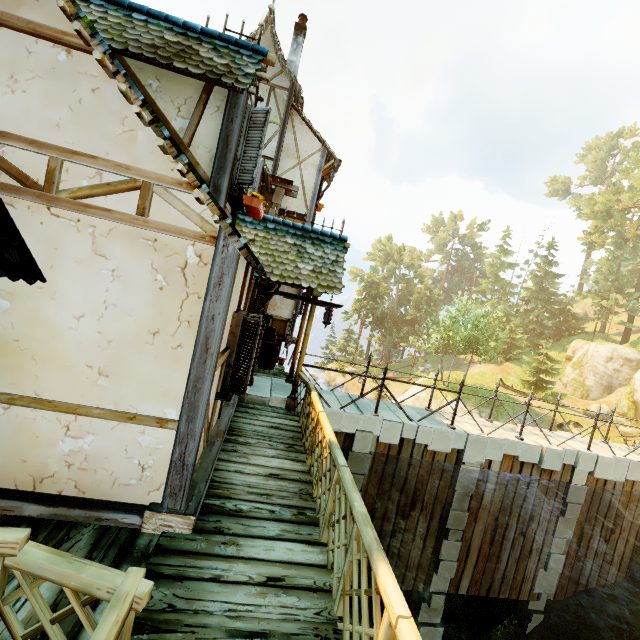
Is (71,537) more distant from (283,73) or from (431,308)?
(431,308)

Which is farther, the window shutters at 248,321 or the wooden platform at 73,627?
the window shutters at 248,321

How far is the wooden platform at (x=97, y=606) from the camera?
2.46m

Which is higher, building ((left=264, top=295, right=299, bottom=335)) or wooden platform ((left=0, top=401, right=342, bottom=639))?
building ((left=264, top=295, right=299, bottom=335))

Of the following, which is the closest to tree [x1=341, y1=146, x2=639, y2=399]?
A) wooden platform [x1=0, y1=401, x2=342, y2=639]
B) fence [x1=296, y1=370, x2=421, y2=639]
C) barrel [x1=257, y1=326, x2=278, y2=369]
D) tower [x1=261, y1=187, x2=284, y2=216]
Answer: fence [x1=296, y1=370, x2=421, y2=639]

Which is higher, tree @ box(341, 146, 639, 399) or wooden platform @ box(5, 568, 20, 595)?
tree @ box(341, 146, 639, 399)

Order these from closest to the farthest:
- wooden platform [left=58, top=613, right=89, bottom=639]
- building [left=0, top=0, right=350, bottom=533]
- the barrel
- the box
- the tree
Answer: wooden platform [left=58, top=613, right=89, bottom=639]
building [left=0, top=0, right=350, bottom=533]
the barrel
the box
the tree

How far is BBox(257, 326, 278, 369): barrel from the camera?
9.68m
